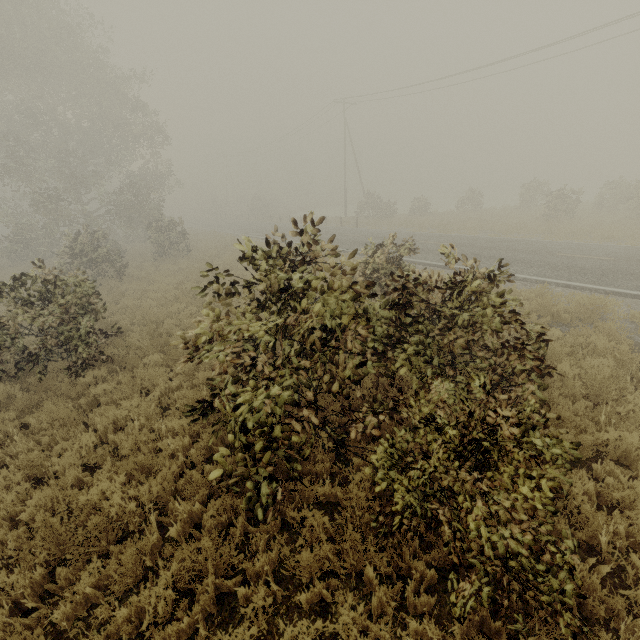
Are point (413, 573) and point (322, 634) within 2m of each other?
yes
